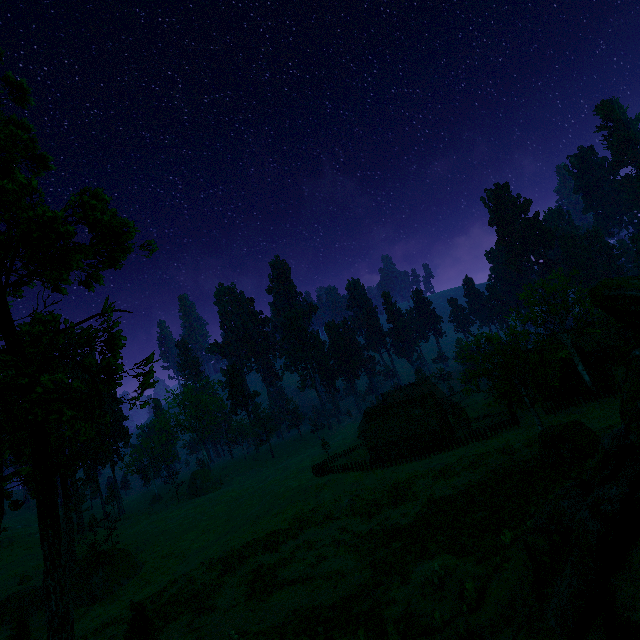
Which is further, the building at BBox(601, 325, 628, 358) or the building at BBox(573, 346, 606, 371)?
the building at BBox(601, 325, 628, 358)

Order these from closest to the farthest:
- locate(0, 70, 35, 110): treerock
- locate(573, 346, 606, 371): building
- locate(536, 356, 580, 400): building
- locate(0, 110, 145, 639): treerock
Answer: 1. locate(0, 110, 145, 639): treerock
2. locate(0, 70, 35, 110): treerock
3. locate(536, 356, 580, 400): building
4. locate(573, 346, 606, 371): building

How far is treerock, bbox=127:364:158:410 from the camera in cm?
997

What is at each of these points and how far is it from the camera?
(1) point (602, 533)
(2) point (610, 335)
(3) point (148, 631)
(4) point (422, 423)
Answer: (1) rock, 4.60m
(2) building, 59.59m
(3) treerock, 15.88m
(4) building, 48.97m

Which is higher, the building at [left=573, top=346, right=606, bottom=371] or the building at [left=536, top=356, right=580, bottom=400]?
the building at [left=573, top=346, right=606, bottom=371]

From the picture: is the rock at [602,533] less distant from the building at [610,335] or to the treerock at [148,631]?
the treerock at [148,631]

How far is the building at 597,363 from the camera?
47.5 meters

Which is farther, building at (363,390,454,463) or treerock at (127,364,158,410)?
building at (363,390,454,463)
